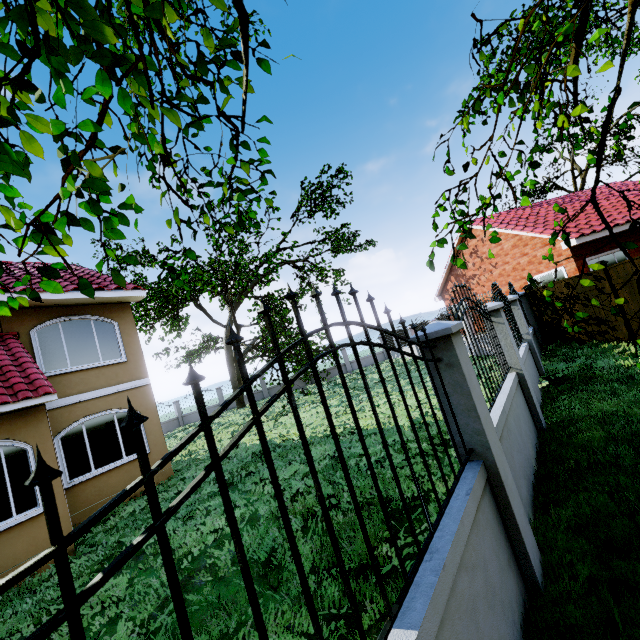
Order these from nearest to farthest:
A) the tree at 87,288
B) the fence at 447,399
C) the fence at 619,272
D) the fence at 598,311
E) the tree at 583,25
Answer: the fence at 447,399 → the tree at 87,288 → the tree at 583,25 → the fence at 619,272 → the fence at 598,311

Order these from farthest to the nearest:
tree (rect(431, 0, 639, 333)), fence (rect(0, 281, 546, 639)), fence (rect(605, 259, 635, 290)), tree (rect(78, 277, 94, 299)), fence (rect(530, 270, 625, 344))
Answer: fence (rect(530, 270, 625, 344)) → fence (rect(605, 259, 635, 290)) → tree (rect(431, 0, 639, 333)) → tree (rect(78, 277, 94, 299)) → fence (rect(0, 281, 546, 639))

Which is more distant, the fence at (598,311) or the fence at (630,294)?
the fence at (598,311)

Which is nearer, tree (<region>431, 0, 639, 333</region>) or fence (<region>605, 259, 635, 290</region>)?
tree (<region>431, 0, 639, 333</region>)

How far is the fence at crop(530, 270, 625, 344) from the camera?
9.5 meters

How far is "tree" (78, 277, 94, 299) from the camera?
2.01m

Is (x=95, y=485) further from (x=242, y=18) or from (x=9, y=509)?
(x=242, y=18)
